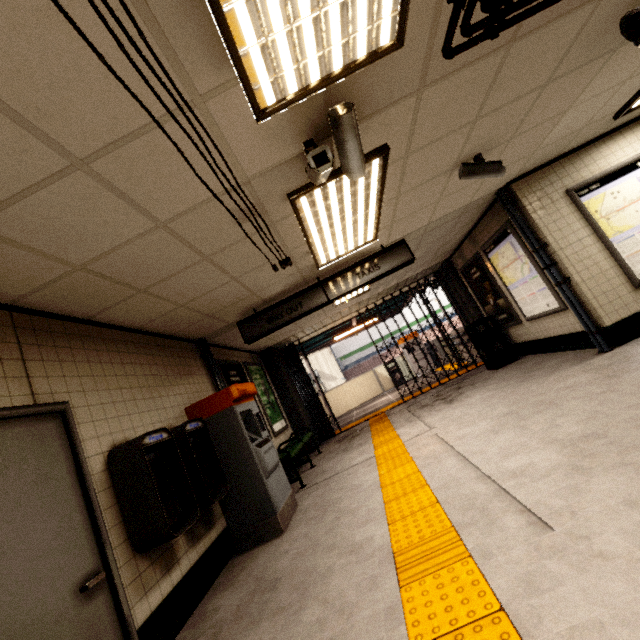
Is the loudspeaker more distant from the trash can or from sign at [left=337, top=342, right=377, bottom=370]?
sign at [left=337, top=342, right=377, bottom=370]

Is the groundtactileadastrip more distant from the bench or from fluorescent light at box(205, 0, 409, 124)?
fluorescent light at box(205, 0, 409, 124)

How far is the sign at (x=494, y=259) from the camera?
5.5 meters

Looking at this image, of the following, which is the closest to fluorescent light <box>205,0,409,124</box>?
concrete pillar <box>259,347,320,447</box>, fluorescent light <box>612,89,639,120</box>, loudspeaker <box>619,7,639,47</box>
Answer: loudspeaker <box>619,7,639,47</box>

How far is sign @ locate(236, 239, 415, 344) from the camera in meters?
5.1

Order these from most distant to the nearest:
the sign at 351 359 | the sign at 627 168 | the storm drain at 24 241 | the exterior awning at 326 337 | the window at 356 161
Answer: the sign at 351 359 → the exterior awning at 326 337 → the sign at 627 168 → the window at 356 161 → the storm drain at 24 241

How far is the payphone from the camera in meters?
2.6

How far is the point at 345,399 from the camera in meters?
14.5
